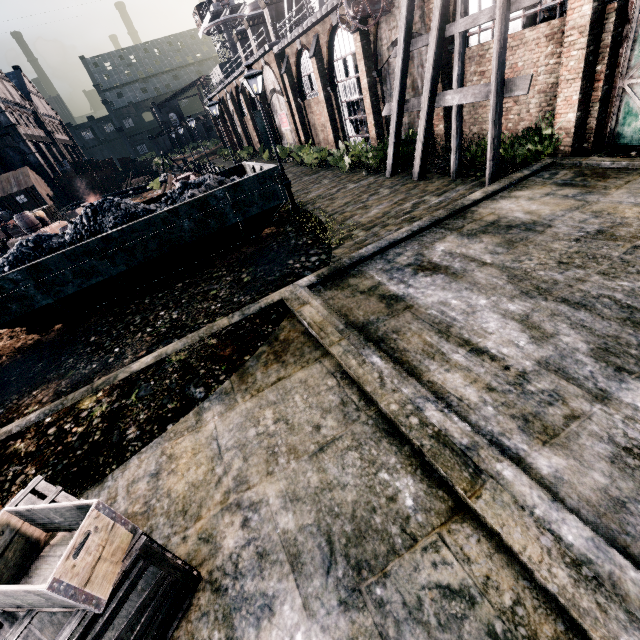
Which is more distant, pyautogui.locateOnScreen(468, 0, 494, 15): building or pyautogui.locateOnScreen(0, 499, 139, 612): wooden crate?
pyautogui.locateOnScreen(468, 0, 494, 15): building

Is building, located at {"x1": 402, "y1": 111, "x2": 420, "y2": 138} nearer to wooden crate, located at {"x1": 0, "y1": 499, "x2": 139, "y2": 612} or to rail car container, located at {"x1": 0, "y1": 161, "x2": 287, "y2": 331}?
rail car container, located at {"x1": 0, "y1": 161, "x2": 287, "y2": 331}

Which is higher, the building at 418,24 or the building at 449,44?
the building at 418,24

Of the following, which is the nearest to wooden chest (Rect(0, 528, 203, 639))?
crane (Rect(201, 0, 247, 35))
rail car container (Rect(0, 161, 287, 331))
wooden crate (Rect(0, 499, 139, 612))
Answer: wooden crate (Rect(0, 499, 139, 612))

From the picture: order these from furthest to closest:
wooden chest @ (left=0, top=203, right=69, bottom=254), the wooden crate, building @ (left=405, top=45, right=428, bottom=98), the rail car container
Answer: wooden chest @ (left=0, top=203, right=69, bottom=254), building @ (left=405, top=45, right=428, bottom=98), the rail car container, the wooden crate

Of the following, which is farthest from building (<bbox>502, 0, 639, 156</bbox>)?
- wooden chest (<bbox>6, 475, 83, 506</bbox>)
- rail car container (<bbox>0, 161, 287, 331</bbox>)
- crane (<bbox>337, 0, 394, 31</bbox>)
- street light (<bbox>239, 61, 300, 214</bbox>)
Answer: wooden chest (<bbox>6, 475, 83, 506</bbox>)

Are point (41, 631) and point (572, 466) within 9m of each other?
yes

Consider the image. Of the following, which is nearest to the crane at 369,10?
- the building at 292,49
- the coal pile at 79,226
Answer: the building at 292,49
